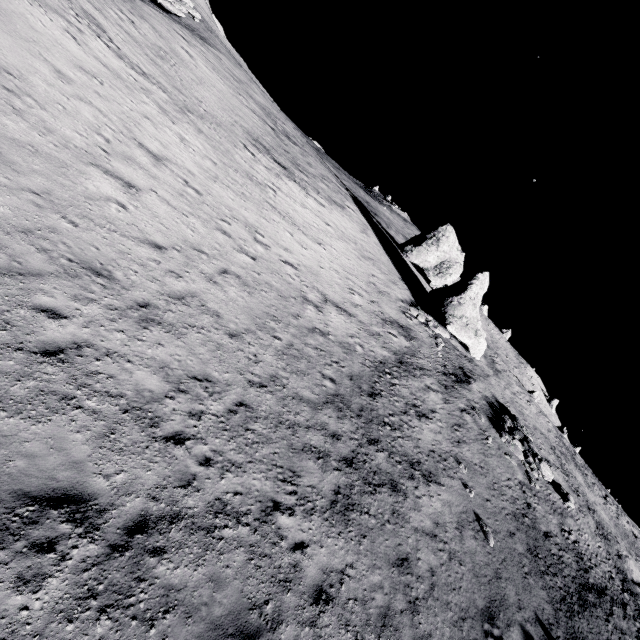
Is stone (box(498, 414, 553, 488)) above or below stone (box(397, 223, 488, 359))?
below

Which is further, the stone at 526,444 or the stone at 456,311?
the stone at 456,311

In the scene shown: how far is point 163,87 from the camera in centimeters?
1761cm

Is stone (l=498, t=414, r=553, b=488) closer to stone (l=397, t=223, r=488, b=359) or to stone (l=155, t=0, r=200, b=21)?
stone (l=397, t=223, r=488, b=359)

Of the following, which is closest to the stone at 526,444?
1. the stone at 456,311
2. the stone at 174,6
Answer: the stone at 456,311

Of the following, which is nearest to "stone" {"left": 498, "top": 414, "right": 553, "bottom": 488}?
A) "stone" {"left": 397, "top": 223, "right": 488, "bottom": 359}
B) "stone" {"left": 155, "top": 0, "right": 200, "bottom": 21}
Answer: "stone" {"left": 397, "top": 223, "right": 488, "bottom": 359}

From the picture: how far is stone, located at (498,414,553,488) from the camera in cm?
2033
